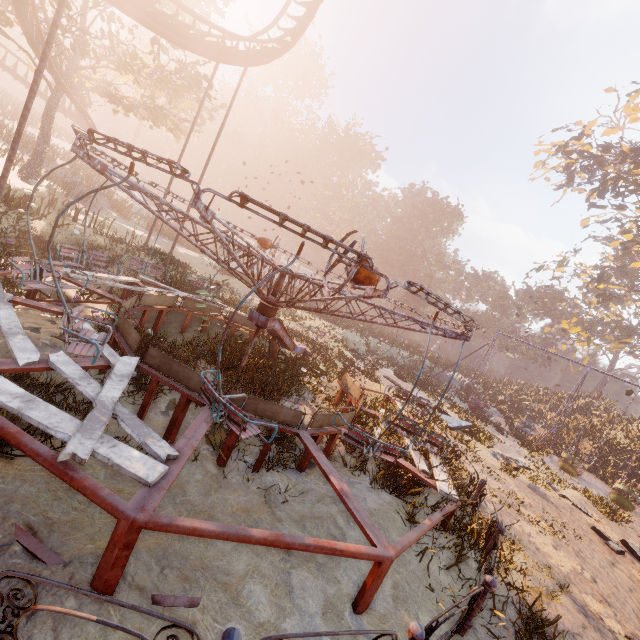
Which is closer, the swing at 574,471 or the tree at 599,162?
the swing at 574,471

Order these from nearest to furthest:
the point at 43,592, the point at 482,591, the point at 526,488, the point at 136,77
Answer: the point at 43,592 → the point at 482,591 → the point at 526,488 → the point at 136,77

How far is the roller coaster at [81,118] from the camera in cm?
1892

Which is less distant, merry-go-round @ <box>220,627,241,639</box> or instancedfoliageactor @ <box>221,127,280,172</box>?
merry-go-round @ <box>220,627,241,639</box>

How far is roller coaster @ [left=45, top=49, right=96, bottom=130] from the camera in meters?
18.9

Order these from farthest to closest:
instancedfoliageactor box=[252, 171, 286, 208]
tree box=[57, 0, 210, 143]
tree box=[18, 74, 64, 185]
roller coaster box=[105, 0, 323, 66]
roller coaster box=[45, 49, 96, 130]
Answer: instancedfoliageactor box=[252, 171, 286, 208] → tree box=[18, 74, 64, 185] → roller coaster box=[45, 49, 96, 130] → tree box=[57, 0, 210, 143] → roller coaster box=[105, 0, 323, 66]

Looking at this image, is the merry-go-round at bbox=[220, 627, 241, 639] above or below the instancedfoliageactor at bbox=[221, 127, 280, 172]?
below
